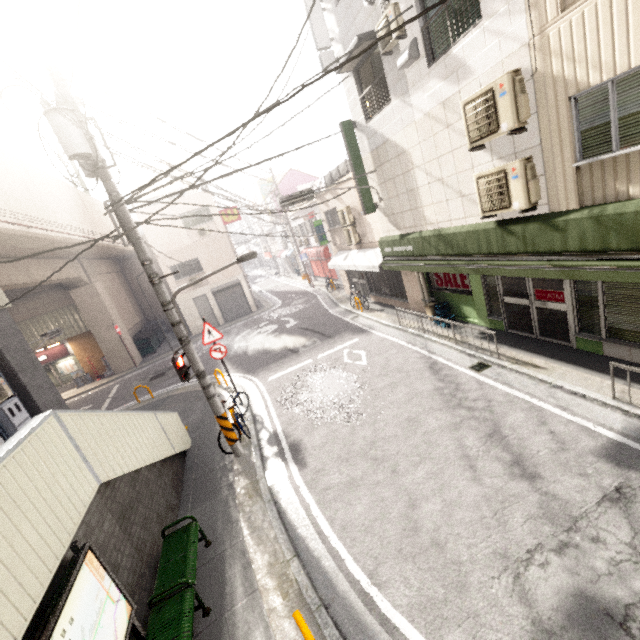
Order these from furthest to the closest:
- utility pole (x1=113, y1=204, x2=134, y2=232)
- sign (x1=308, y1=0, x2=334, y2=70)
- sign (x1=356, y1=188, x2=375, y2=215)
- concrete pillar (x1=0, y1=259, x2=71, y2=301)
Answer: concrete pillar (x1=0, y1=259, x2=71, y2=301)
sign (x1=356, y1=188, x2=375, y2=215)
sign (x1=308, y1=0, x2=334, y2=70)
utility pole (x1=113, y1=204, x2=134, y2=232)

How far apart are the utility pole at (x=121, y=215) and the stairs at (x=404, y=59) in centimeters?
632cm

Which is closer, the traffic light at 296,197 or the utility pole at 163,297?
the utility pole at 163,297

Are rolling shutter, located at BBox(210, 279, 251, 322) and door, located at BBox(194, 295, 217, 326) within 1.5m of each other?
yes

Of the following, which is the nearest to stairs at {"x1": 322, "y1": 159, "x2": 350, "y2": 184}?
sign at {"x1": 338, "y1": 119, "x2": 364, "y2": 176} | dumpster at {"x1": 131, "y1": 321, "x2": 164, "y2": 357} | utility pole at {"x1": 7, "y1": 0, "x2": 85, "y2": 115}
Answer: sign at {"x1": 338, "y1": 119, "x2": 364, "y2": 176}

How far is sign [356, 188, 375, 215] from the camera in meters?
10.6 m

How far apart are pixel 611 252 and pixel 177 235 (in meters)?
22.56

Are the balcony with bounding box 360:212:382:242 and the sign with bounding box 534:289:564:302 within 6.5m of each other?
yes
